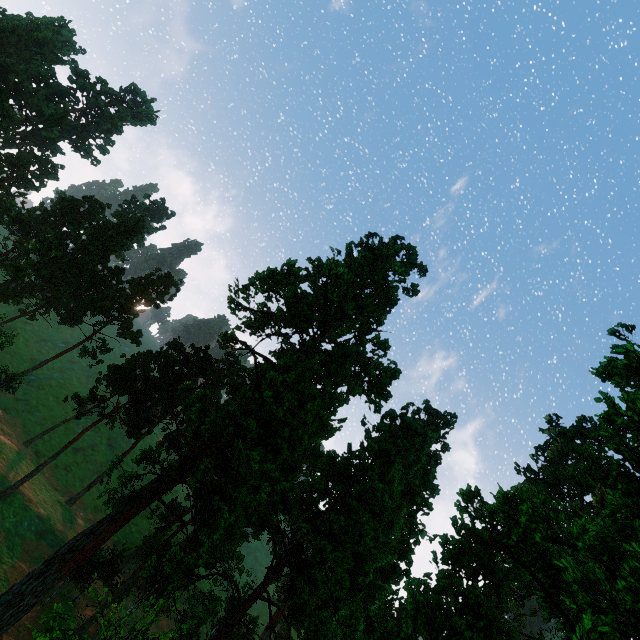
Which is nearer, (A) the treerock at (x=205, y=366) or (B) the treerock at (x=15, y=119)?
(A) the treerock at (x=205, y=366)

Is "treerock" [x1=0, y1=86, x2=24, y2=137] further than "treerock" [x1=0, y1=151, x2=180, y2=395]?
Yes

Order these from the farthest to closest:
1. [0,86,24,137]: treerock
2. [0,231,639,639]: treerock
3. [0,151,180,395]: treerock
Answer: [0,86,24,137]: treerock
[0,151,180,395]: treerock
[0,231,639,639]: treerock

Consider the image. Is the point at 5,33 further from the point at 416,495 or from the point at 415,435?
the point at 416,495
